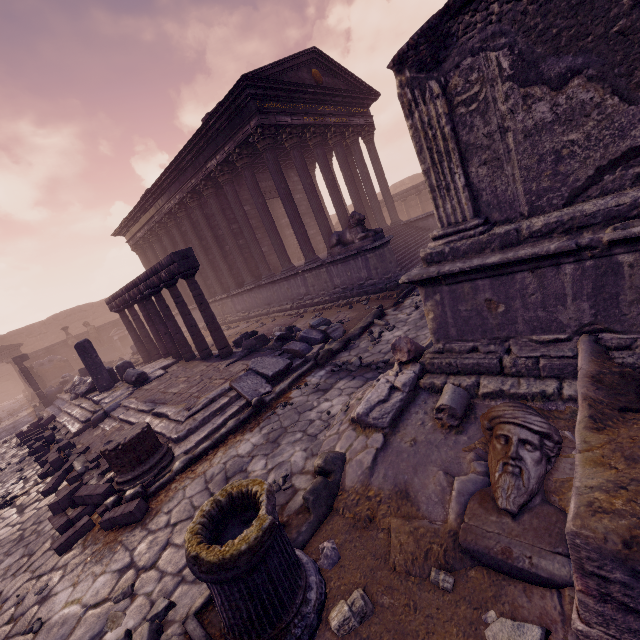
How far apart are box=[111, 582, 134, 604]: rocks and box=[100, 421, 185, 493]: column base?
1.5 meters

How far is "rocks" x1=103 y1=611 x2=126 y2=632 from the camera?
2.83m

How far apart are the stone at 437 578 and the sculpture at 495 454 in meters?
0.2

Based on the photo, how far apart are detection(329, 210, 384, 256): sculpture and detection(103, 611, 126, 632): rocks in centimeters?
908cm

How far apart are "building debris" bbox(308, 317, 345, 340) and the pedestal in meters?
20.9

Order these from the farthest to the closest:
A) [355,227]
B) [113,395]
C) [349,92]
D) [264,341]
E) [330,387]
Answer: [349,92], [355,227], [113,395], [264,341], [330,387]

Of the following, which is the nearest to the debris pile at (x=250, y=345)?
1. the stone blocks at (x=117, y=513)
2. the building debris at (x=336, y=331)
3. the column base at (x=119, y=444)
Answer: the building debris at (x=336, y=331)

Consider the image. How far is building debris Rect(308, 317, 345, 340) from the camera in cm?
789
